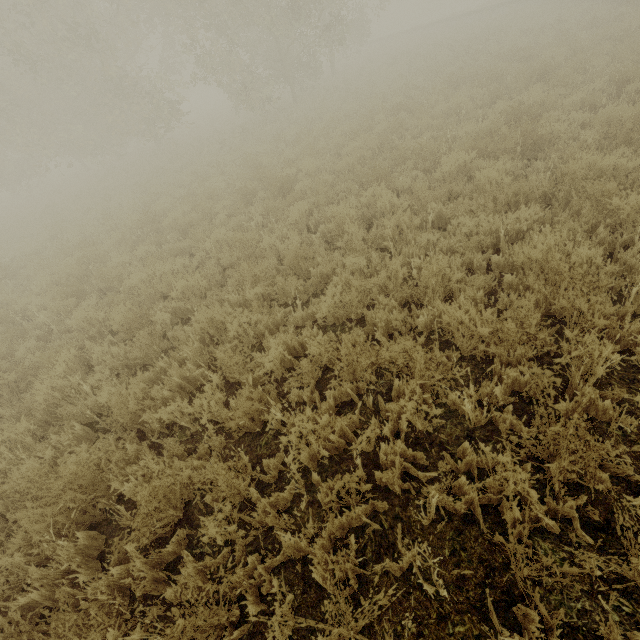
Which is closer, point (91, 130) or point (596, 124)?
point (596, 124)
